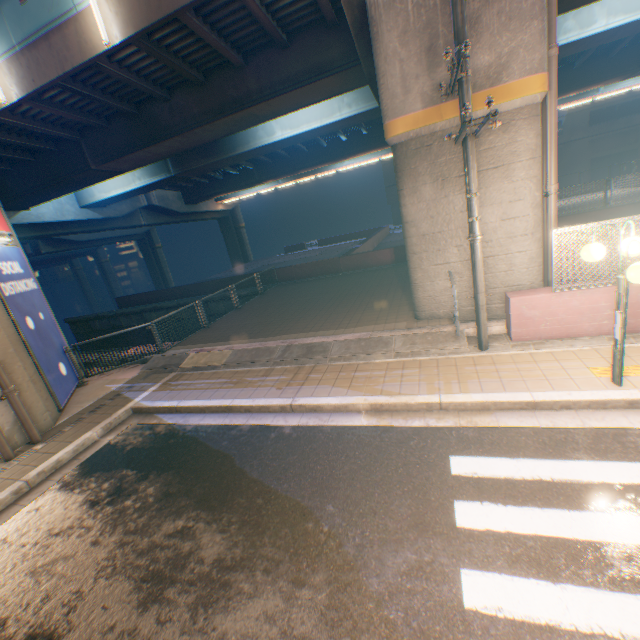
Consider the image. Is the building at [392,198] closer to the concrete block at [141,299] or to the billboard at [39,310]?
the concrete block at [141,299]

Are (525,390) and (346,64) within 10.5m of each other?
no

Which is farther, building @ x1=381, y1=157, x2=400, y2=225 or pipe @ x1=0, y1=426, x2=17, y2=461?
building @ x1=381, y1=157, x2=400, y2=225

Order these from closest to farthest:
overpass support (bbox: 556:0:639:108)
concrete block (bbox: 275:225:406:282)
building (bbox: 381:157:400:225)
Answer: overpass support (bbox: 556:0:639:108), concrete block (bbox: 275:225:406:282), building (bbox: 381:157:400:225)

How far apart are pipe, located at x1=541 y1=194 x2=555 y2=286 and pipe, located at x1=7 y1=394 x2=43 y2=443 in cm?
1244

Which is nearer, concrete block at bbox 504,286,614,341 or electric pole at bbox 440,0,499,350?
electric pole at bbox 440,0,499,350

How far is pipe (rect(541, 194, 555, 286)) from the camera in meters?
7.4 m

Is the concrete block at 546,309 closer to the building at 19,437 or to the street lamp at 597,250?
the street lamp at 597,250
